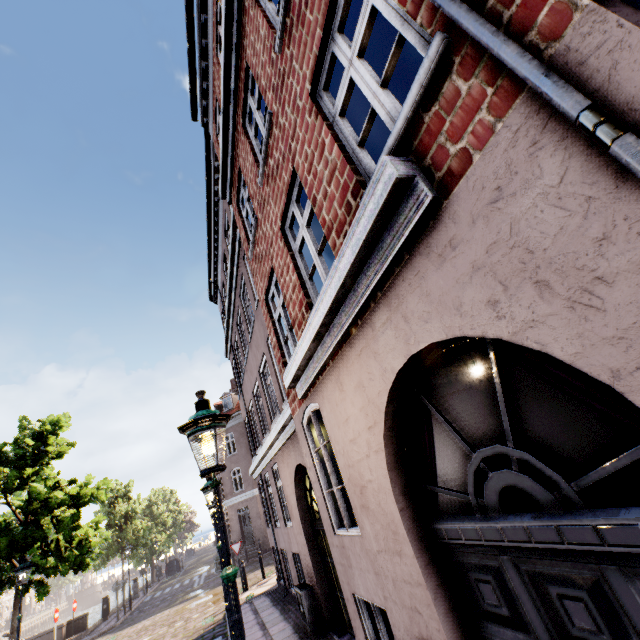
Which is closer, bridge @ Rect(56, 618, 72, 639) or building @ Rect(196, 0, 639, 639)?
building @ Rect(196, 0, 639, 639)

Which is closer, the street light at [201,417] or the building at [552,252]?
the building at [552,252]

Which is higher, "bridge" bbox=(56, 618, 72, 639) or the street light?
the street light

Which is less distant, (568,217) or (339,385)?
(568,217)

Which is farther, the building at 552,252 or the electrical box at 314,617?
the electrical box at 314,617

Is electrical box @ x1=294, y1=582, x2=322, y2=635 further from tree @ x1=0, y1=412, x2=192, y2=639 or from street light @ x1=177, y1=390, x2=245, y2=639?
tree @ x1=0, y1=412, x2=192, y2=639

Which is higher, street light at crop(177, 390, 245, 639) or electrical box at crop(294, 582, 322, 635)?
street light at crop(177, 390, 245, 639)

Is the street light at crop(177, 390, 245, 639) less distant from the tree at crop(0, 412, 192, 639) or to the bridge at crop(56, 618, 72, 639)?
the tree at crop(0, 412, 192, 639)
